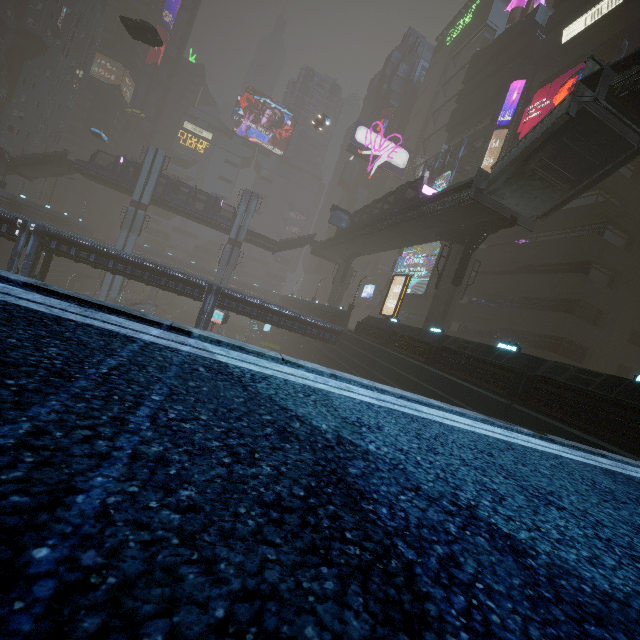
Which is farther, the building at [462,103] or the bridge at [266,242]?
the bridge at [266,242]

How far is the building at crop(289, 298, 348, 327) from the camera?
37.91m

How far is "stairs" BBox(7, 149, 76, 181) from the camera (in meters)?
43.12

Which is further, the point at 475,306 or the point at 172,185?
the point at 172,185

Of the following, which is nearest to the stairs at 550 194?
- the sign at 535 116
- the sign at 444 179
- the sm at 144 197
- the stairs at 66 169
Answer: the sign at 535 116

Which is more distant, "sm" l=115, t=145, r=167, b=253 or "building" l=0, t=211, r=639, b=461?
"sm" l=115, t=145, r=167, b=253

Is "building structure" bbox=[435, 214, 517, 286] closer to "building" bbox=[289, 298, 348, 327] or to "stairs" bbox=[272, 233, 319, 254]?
"building" bbox=[289, 298, 348, 327]

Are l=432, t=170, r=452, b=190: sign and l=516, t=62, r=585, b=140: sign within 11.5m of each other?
yes
